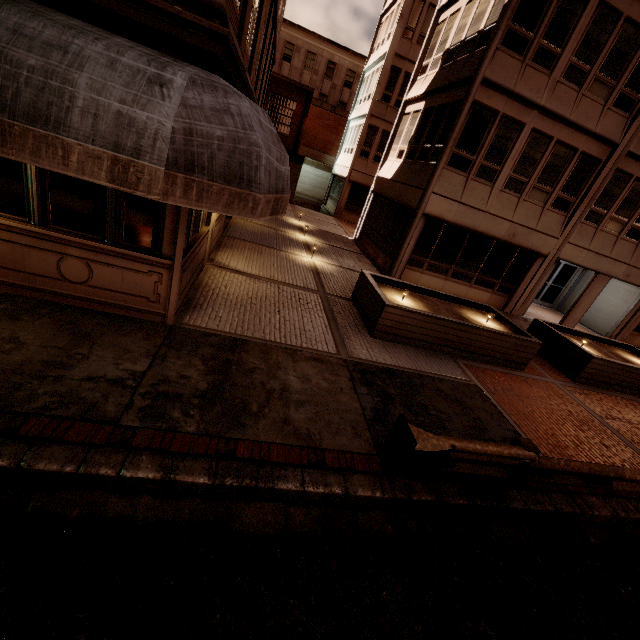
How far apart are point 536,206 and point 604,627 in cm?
1399

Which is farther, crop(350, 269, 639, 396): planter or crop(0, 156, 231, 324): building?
crop(350, 269, 639, 396): planter

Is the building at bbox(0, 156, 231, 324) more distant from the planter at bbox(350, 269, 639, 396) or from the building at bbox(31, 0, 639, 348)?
the building at bbox(31, 0, 639, 348)

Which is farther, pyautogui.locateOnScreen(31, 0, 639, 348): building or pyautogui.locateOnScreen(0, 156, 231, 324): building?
pyautogui.locateOnScreen(31, 0, 639, 348): building

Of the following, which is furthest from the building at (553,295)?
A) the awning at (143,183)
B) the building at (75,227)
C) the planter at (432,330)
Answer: the building at (75,227)

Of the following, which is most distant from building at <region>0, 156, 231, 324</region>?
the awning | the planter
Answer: the planter

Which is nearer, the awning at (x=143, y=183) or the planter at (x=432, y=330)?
the awning at (x=143, y=183)
